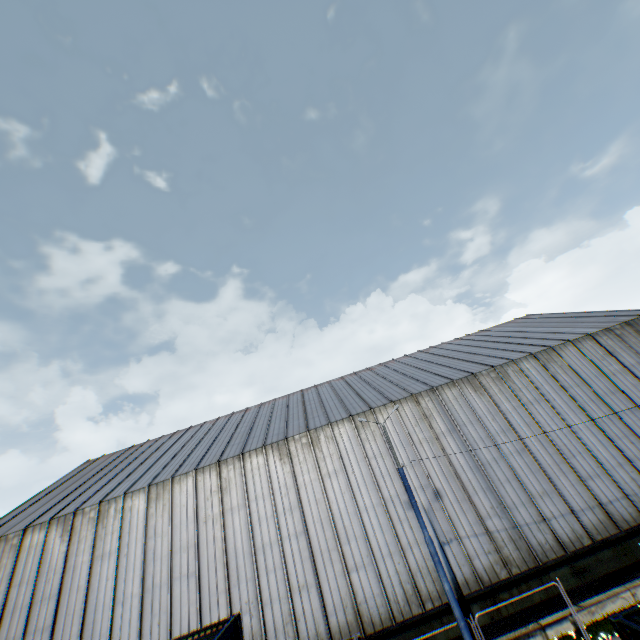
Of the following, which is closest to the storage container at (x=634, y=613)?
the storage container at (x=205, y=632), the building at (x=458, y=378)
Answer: the storage container at (x=205, y=632)

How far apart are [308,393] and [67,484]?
20.42m

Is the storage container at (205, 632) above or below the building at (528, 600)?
above

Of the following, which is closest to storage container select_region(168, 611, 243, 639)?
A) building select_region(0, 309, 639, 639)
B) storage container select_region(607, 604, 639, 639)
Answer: storage container select_region(607, 604, 639, 639)

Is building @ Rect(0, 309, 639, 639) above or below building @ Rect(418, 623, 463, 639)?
above

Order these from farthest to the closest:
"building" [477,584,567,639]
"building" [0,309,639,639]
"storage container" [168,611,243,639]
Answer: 1. "building" [0,309,639,639]
2. "building" [477,584,567,639]
3. "storage container" [168,611,243,639]

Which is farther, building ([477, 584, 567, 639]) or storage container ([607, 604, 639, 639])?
building ([477, 584, 567, 639])

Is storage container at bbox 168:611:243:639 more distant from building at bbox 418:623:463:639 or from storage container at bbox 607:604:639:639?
building at bbox 418:623:463:639
